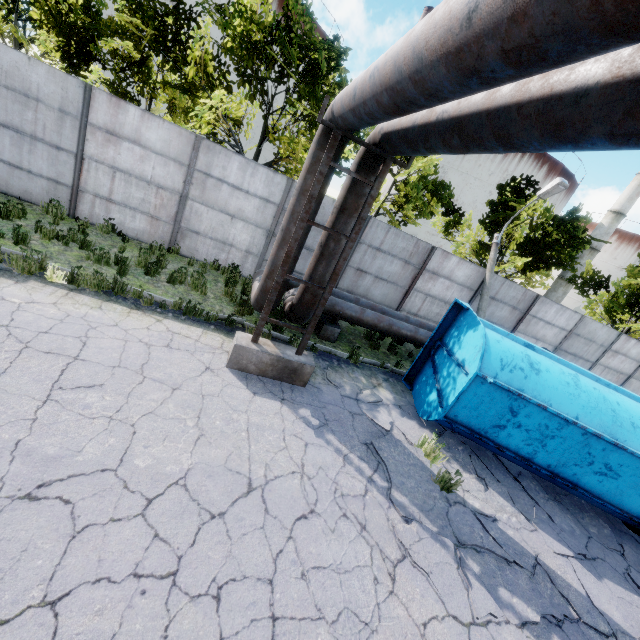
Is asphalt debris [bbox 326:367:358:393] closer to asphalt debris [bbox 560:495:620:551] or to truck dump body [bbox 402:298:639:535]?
truck dump body [bbox 402:298:639:535]

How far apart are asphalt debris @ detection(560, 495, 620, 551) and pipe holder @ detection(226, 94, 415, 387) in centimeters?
654cm

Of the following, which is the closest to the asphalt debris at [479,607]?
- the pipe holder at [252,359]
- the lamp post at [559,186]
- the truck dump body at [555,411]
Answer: the truck dump body at [555,411]

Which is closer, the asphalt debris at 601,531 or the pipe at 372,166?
the pipe at 372,166

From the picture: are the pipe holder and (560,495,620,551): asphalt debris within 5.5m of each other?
no

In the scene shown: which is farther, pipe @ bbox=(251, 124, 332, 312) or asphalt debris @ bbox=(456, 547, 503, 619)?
pipe @ bbox=(251, 124, 332, 312)

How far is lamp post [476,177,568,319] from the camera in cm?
1102

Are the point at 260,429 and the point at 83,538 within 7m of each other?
yes
